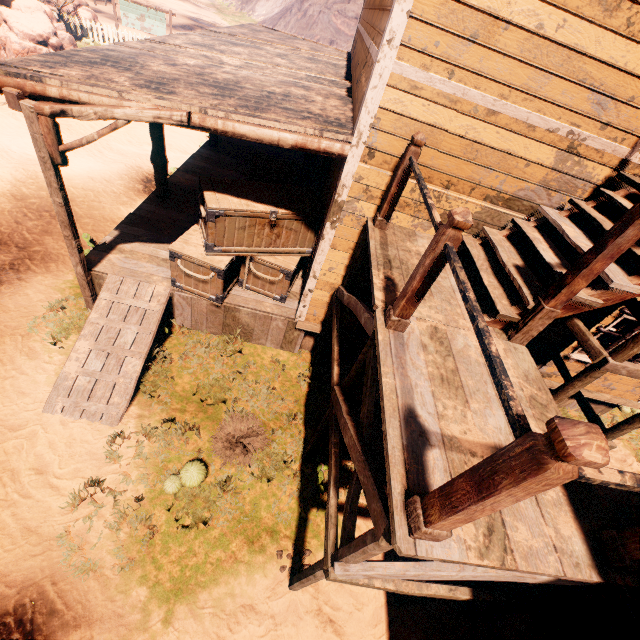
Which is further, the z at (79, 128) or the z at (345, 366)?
the z at (79, 128)

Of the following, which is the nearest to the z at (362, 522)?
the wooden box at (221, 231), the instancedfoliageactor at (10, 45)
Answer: the instancedfoliageactor at (10, 45)

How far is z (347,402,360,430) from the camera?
6.1 meters

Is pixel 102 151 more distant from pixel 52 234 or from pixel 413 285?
pixel 413 285

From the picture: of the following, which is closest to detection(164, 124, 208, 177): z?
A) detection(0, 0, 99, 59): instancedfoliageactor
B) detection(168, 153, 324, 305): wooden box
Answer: detection(0, 0, 99, 59): instancedfoliageactor

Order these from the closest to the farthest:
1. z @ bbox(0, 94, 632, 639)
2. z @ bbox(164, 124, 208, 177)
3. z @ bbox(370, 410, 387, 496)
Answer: z @ bbox(0, 94, 632, 639) < z @ bbox(370, 410, 387, 496) < z @ bbox(164, 124, 208, 177)
